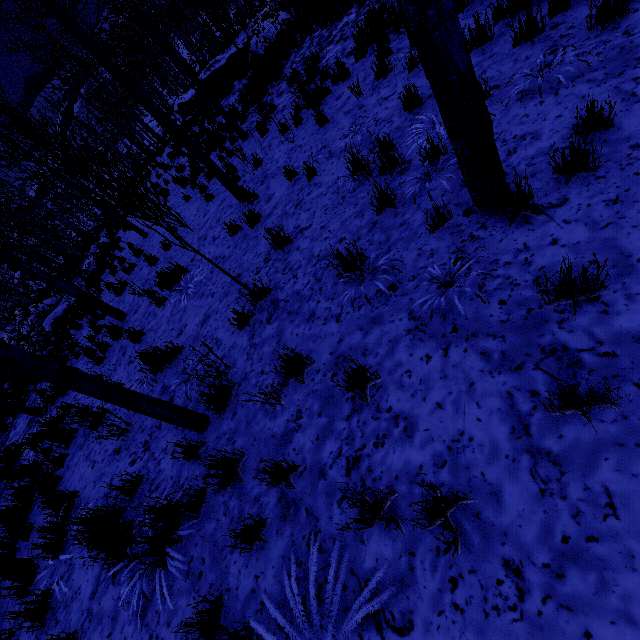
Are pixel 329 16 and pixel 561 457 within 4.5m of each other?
no

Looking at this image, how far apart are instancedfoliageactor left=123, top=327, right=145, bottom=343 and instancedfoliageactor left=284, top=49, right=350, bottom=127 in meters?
4.9

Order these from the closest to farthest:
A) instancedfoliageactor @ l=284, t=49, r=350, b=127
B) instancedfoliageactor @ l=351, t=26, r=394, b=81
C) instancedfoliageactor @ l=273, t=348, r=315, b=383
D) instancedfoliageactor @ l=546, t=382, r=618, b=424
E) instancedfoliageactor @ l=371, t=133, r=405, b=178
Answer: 1. instancedfoliageactor @ l=546, t=382, r=618, b=424
2. instancedfoliageactor @ l=273, t=348, r=315, b=383
3. instancedfoliageactor @ l=371, t=133, r=405, b=178
4. instancedfoliageactor @ l=351, t=26, r=394, b=81
5. instancedfoliageactor @ l=284, t=49, r=350, b=127

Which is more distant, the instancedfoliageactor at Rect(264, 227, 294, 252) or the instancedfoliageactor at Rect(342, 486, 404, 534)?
the instancedfoliageactor at Rect(264, 227, 294, 252)

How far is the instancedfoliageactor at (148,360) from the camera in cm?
479

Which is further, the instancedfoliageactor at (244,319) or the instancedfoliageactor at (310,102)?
the instancedfoliageactor at (310,102)
